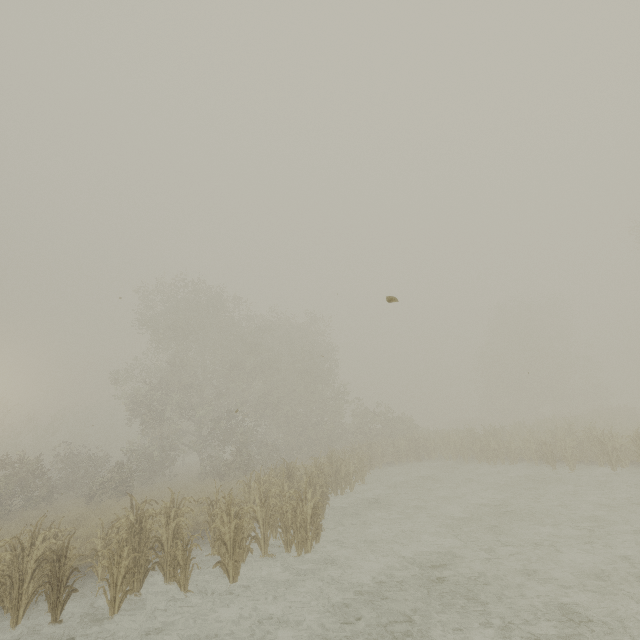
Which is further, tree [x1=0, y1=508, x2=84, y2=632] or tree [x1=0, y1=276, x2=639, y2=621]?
tree [x1=0, y1=276, x2=639, y2=621]

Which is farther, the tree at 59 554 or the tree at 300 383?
the tree at 300 383

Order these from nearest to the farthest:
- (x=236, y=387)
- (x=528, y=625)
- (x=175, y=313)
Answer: (x=528, y=625), (x=175, y=313), (x=236, y=387)
